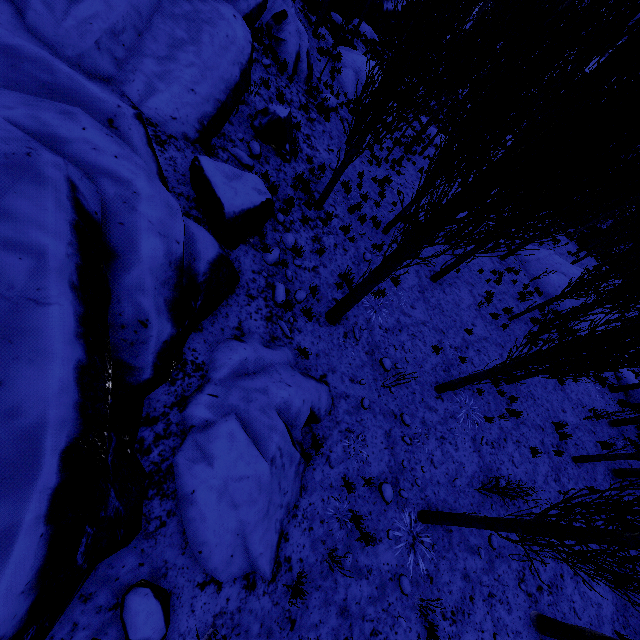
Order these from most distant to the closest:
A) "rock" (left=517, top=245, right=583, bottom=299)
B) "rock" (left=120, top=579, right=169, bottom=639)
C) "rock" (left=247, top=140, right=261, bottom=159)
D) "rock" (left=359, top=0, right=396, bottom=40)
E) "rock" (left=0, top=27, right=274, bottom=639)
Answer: "rock" (left=359, top=0, right=396, bottom=40), "rock" (left=517, top=245, right=583, bottom=299), "rock" (left=247, top=140, right=261, bottom=159), "rock" (left=120, top=579, right=169, bottom=639), "rock" (left=0, top=27, right=274, bottom=639)

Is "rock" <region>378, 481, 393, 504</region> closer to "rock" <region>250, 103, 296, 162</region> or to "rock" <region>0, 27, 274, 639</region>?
"rock" <region>0, 27, 274, 639</region>

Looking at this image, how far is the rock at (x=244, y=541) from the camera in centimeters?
378cm

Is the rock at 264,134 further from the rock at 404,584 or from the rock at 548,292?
the rock at 548,292

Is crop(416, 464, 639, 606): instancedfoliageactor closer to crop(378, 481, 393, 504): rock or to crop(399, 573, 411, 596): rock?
crop(399, 573, 411, 596): rock

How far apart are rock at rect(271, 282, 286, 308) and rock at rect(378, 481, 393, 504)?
4.1 meters

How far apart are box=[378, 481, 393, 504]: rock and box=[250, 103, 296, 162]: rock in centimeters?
870cm

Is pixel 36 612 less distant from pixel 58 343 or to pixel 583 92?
pixel 58 343
